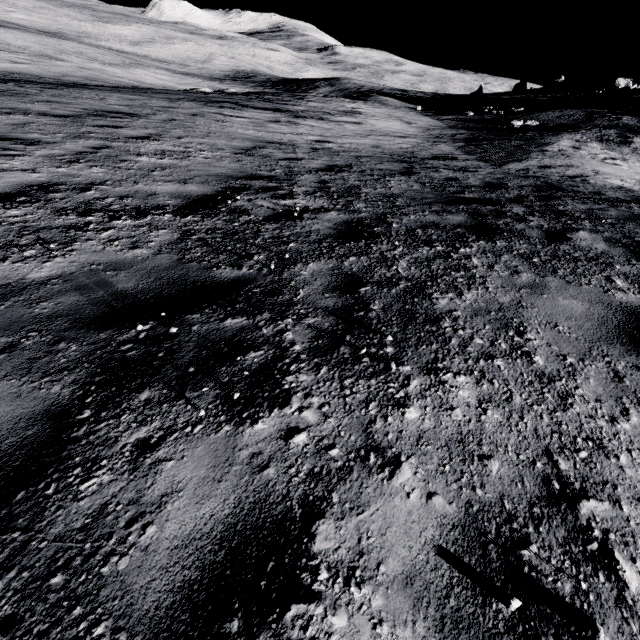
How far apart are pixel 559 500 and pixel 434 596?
0.8m
